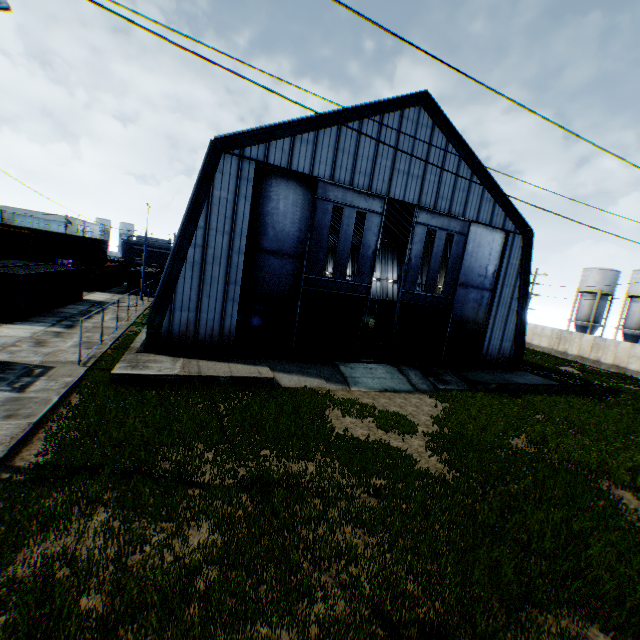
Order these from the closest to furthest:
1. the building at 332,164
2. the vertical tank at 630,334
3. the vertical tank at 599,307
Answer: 1. the building at 332,164
2. the vertical tank at 630,334
3. the vertical tank at 599,307

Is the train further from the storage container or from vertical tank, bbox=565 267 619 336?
vertical tank, bbox=565 267 619 336

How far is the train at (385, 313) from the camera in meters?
30.0

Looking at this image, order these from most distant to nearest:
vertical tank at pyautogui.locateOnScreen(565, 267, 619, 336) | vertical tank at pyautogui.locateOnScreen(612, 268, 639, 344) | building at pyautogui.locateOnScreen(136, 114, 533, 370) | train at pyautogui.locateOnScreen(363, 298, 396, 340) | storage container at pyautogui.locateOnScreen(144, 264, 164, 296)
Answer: vertical tank at pyautogui.locateOnScreen(565, 267, 619, 336) < vertical tank at pyautogui.locateOnScreen(612, 268, 639, 344) < storage container at pyautogui.locateOnScreen(144, 264, 164, 296) < train at pyautogui.locateOnScreen(363, 298, 396, 340) < building at pyautogui.locateOnScreen(136, 114, 533, 370)

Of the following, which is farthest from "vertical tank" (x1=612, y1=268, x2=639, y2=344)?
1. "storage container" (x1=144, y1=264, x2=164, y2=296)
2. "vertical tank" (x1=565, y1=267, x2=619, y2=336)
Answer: "storage container" (x1=144, y1=264, x2=164, y2=296)

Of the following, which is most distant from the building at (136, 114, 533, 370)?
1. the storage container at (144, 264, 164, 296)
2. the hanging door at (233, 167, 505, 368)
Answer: the storage container at (144, 264, 164, 296)

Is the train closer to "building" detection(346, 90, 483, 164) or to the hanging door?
"building" detection(346, 90, 483, 164)

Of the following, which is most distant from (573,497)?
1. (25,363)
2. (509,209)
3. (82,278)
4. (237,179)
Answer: (82,278)
